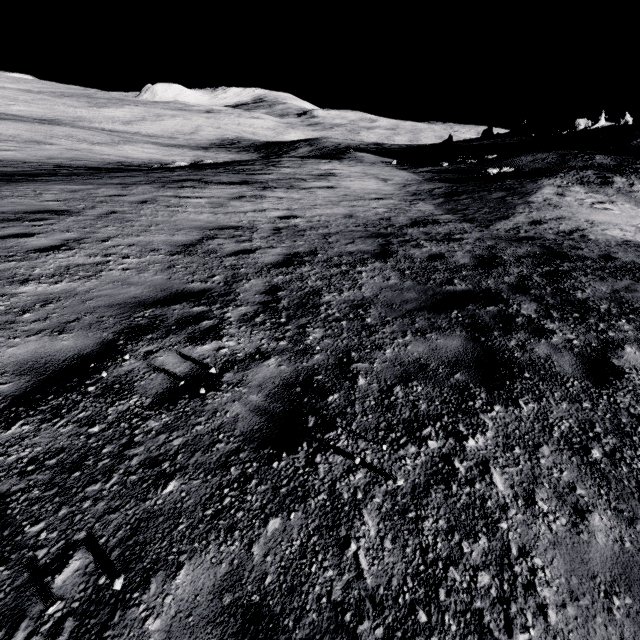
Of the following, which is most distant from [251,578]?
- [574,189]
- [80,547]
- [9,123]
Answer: [9,123]
